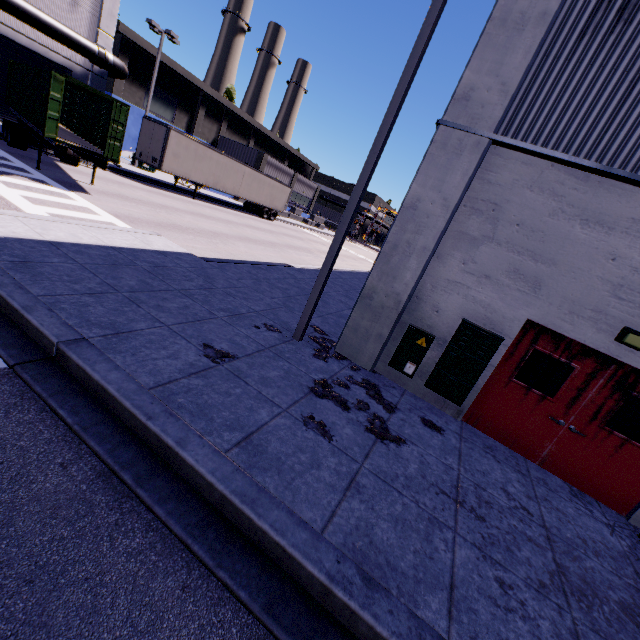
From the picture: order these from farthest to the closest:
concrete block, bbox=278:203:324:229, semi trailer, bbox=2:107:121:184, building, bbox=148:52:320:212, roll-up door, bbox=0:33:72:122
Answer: concrete block, bbox=278:203:324:229 < building, bbox=148:52:320:212 < roll-up door, bbox=0:33:72:122 < semi trailer, bbox=2:107:121:184

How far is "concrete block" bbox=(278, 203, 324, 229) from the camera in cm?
4551

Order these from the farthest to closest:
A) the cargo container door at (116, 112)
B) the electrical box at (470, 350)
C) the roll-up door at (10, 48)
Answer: the roll-up door at (10, 48)
the cargo container door at (116, 112)
the electrical box at (470, 350)

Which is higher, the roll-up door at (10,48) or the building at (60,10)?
the building at (60,10)

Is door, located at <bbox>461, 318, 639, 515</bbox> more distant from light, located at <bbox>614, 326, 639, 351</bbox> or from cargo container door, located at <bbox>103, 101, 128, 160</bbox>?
cargo container door, located at <bbox>103, 101, 128, 160</bbox>

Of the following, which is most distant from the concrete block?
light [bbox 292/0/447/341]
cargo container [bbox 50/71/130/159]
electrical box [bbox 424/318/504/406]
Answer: electrical box [bbox 424/318/504/406]

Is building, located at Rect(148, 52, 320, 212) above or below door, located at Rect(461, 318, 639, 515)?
above

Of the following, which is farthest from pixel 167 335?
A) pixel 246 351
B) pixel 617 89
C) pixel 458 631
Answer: pixel 617 89
